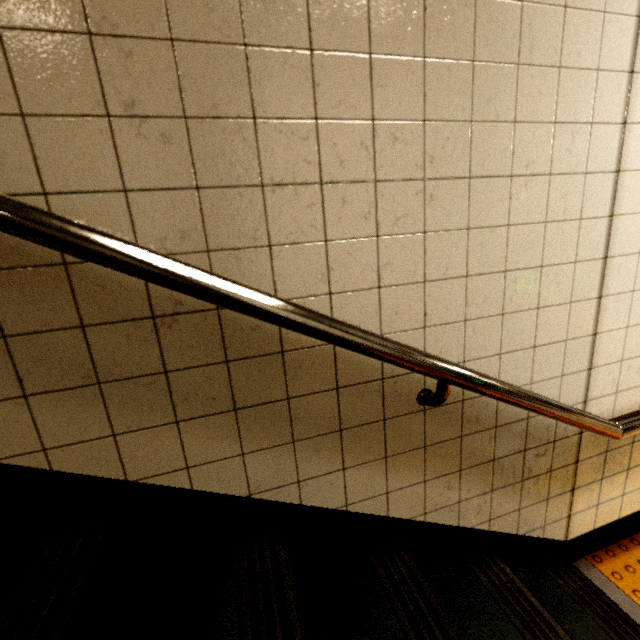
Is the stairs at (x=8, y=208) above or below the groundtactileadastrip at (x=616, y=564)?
above

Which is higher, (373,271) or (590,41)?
(590,41)

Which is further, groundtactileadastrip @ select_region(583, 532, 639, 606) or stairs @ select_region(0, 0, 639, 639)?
groundtactileadastrip @ select_region(583, 532, 639, 606)

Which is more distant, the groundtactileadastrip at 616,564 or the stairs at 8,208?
the groundtactileadastrip at 616,564

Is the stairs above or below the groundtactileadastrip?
above
